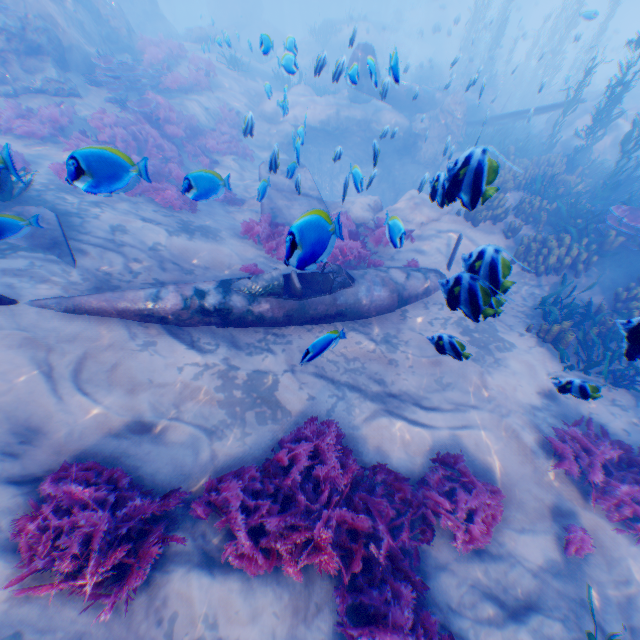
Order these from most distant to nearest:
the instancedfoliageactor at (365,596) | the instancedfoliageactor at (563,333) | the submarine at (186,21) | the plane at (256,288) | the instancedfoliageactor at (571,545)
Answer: the submarine at (186,21)
the instancedfoliageactor at (563,333)
the plane at (256,288)
the instancedfoliageactor at (571,545)
the instancedfoliageactor at (365,596)

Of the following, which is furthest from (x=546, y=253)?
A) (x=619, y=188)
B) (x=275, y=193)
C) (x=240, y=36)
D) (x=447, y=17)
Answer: (x=447, y=17)

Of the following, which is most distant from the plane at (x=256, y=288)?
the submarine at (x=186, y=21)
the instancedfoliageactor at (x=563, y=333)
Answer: the submarine at (x=186, y=21)

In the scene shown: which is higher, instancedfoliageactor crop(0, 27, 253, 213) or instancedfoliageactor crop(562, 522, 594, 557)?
instancedfoliageactor crop(0, 27, 253, 213)

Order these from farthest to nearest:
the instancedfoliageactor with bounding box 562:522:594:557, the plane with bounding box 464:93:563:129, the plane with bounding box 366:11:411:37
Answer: the plane with bounding box 366:11:411:37 → the plane with bounding box 464:93:563:129 → the instancedfoliageactor with bounding box 562:522:594:557

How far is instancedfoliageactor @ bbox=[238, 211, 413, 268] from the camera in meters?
2.5

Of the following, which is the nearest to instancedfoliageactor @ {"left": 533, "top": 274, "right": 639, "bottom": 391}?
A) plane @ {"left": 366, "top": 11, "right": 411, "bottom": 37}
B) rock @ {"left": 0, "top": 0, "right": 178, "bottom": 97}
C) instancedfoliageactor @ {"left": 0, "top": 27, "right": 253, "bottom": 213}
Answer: rock @ {"left": 0, "top": 0, "right": 178, "bottom": 97}
